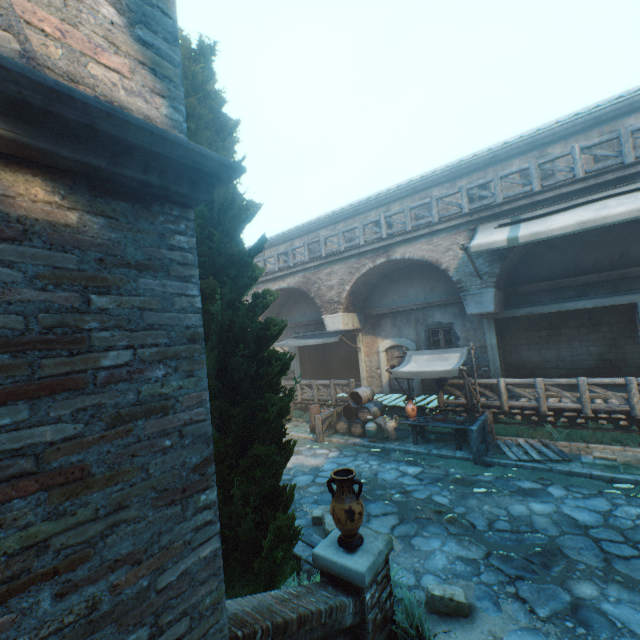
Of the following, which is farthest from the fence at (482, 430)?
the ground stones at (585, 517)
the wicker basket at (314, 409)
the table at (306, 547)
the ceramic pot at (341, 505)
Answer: the ceramic pot at (341, 505)

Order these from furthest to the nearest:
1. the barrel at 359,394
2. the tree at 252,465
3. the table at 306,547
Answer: the barrel at 359,394 < the table at 306,547 < the tree at 252,465

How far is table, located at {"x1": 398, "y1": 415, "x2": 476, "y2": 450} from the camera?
9.73m

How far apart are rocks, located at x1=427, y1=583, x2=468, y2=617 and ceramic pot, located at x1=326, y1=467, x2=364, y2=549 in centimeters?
162cm

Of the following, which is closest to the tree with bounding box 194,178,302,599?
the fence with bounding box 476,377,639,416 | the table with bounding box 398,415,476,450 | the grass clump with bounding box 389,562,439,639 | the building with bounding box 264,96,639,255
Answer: the grass clump with bounding box 389,562,439,639

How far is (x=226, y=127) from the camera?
4.1 meters

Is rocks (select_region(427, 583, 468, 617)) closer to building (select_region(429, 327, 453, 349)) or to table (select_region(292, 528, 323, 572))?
table (select_region(292, 528, 323, 572))

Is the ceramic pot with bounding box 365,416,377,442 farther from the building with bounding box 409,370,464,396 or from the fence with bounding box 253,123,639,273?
the fence with bounding box 253,123,639,273
